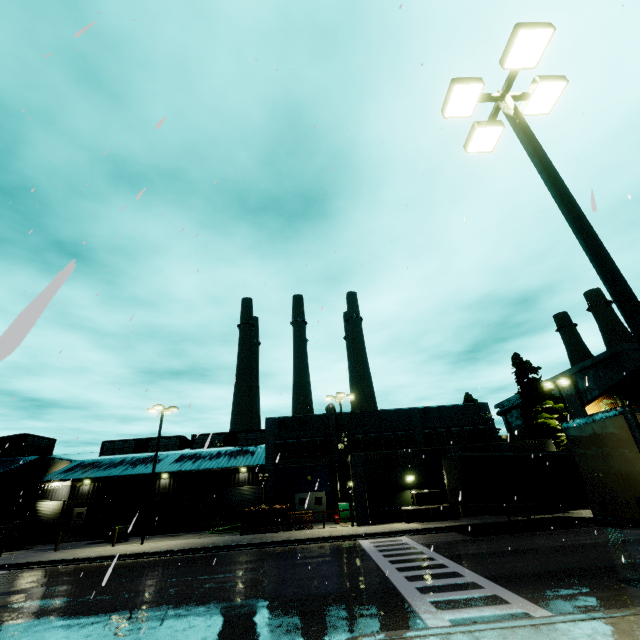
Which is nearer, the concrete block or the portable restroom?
the concrete block

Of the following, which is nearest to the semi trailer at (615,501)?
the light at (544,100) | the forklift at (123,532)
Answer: the forklift at (123,532)

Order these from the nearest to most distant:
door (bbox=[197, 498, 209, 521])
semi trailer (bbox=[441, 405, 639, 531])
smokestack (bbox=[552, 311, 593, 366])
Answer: semi trailer (bbox=[441, 405, 639, 531]) → door (bbox=[197, 498, 209, 521]) → smokestack (bbox=[552, 311, 593, 366])

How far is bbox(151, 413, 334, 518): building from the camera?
32.4m

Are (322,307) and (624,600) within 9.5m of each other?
no

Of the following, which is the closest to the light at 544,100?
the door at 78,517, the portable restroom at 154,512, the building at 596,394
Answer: the building at 596,394

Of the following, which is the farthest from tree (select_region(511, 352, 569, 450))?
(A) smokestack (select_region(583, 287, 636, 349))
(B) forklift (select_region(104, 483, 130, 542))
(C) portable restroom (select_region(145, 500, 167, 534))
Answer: (C) portable restroom (select_region(145, 500, 167, 534))

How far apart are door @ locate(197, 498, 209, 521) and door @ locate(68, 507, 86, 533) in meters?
12.7 m
